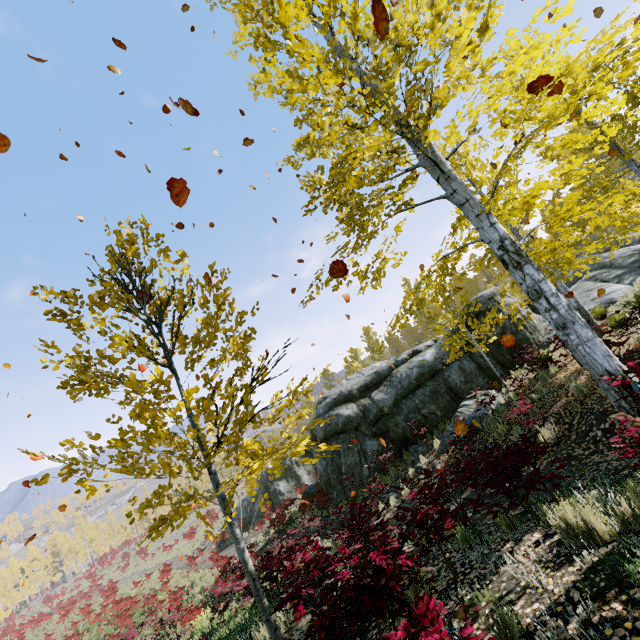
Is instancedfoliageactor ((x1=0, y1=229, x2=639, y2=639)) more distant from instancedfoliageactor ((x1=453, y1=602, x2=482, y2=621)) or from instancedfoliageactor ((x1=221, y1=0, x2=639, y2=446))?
instancedfoliageactor ((x1=221, y1=0, x2=639, y2=446))

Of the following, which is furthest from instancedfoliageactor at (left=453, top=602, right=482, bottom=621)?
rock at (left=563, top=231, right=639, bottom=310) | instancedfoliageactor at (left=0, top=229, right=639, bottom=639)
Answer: rock at (left=563, top=231, right=639, bottom=310)

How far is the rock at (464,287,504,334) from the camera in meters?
14.8 m

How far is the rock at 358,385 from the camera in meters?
14.5 m

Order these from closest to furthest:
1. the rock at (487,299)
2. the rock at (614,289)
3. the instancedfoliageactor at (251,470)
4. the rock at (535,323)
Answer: the instancedfoliageactor at (251,470), the rock at (614,289), the rock at (535,323), the rock at (487,299)

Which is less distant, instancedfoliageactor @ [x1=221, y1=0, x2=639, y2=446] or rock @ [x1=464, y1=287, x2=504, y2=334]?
instancedfoliageactor @ [x1=221, y1=0, x2=639, y2=446]

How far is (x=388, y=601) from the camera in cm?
290
